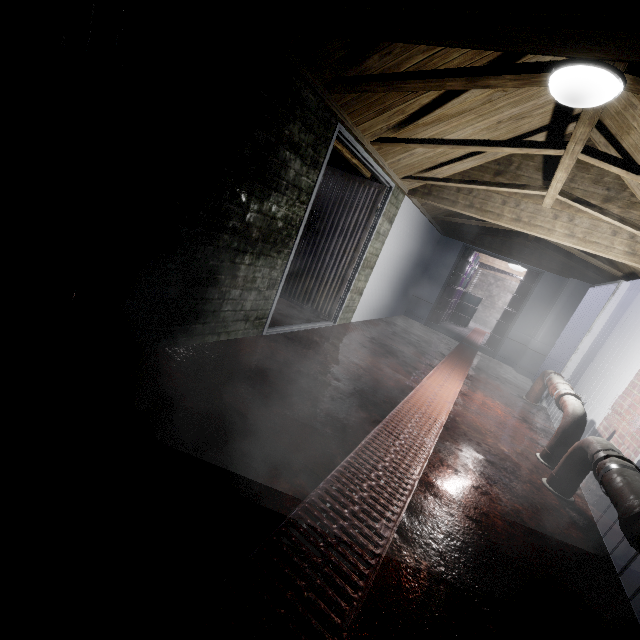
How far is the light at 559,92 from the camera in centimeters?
148cm

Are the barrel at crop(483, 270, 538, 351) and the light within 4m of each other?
no

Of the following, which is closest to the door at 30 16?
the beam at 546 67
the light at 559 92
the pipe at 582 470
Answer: the beam at 546 67

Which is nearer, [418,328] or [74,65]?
[74,65]

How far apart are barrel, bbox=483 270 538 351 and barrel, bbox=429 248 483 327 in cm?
129

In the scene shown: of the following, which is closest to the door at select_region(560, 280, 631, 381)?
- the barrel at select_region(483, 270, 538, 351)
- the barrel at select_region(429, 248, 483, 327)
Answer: the barrel at select_region(483, 270, 538, 351)

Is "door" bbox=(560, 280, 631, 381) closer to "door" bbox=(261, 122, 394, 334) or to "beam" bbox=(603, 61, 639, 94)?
"beam" bbox=(603, 61, 639, 94)

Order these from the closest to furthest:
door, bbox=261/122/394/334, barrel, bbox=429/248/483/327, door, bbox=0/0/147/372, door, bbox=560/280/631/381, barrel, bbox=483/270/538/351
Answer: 1. door, bbox=0/0/147/372
2. door, bbox=261/122/394/334
3. door, bbox=560/280/631/381
4. barrel, bbox=483/270/538/351
5. barrel, bbox=429/248/483/327
